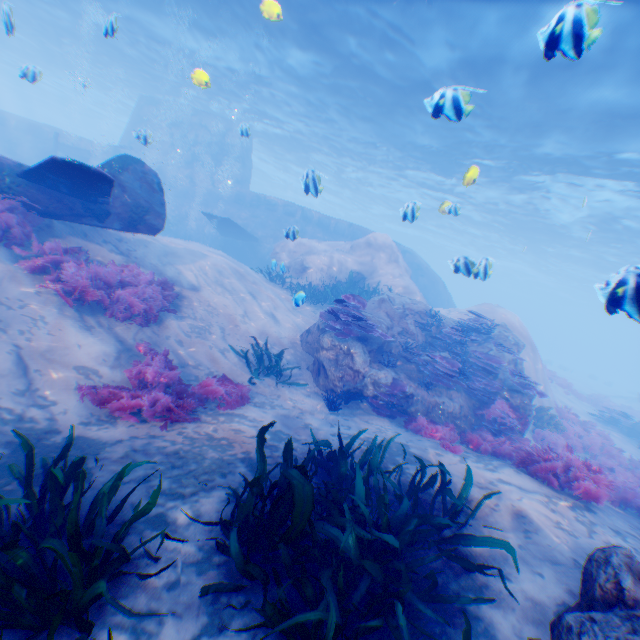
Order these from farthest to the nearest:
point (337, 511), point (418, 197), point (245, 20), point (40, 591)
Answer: point (418, 197) < point (245, 20) < point (337, 511) < point (40, 591)

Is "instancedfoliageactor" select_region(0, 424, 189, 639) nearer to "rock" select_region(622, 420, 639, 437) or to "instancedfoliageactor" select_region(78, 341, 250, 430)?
"instancedfoliageactor" select_region(78, 341, 250, 430)

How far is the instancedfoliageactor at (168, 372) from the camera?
5.32m

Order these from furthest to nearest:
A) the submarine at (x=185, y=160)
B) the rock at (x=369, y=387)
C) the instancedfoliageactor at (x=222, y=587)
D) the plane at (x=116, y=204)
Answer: the submarine at (x=185, y=160) < the rock at (x=369, y=387) < the plane at (x=116, y=204) < the instancedfoliageactor at (x=222, y=587)

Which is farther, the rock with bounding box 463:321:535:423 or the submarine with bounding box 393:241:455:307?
the submarine with bounding box 393:241:455:307

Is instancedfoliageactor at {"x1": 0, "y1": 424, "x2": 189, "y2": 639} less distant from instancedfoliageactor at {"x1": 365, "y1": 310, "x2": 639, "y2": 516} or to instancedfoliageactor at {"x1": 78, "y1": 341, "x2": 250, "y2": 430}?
instancedfoliageactor at {"x1": 365, "y1": 310, "x2": 639, "y2": 516}

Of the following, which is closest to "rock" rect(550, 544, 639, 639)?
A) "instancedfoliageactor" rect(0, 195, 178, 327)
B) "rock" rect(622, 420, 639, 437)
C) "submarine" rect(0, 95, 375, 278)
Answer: "submarine" rect(0, 95, 375, 278)

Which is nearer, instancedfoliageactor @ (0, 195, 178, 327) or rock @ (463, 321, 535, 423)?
instancedfoliageactor @ (0, 195, 178, 327)
